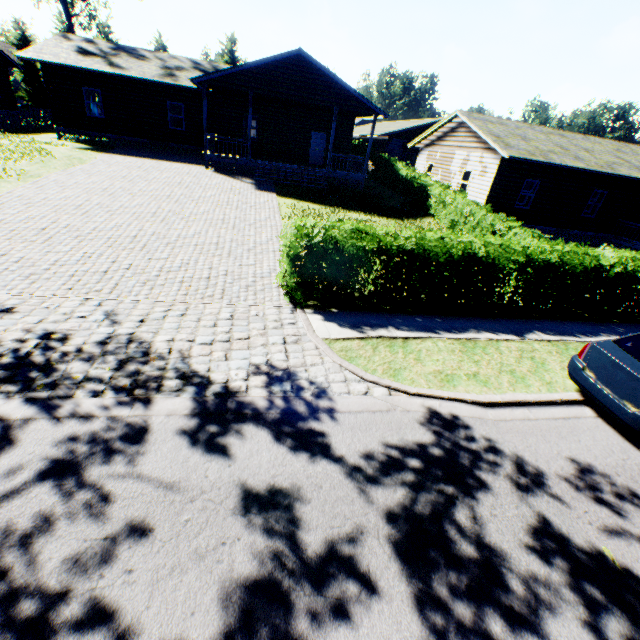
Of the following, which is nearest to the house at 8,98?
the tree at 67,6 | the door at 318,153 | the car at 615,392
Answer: the door at 318,153

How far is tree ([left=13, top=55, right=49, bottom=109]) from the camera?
42.5m

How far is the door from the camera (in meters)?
24.12

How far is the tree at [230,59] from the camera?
45.8m

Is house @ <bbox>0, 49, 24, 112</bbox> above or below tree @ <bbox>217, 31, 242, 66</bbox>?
below

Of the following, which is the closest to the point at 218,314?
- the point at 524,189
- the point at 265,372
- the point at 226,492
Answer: the point at 265,372

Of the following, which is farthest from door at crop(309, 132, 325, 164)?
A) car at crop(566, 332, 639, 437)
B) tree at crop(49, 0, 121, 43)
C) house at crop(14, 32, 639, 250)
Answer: tree at crop(49, 0, 121, 43)
